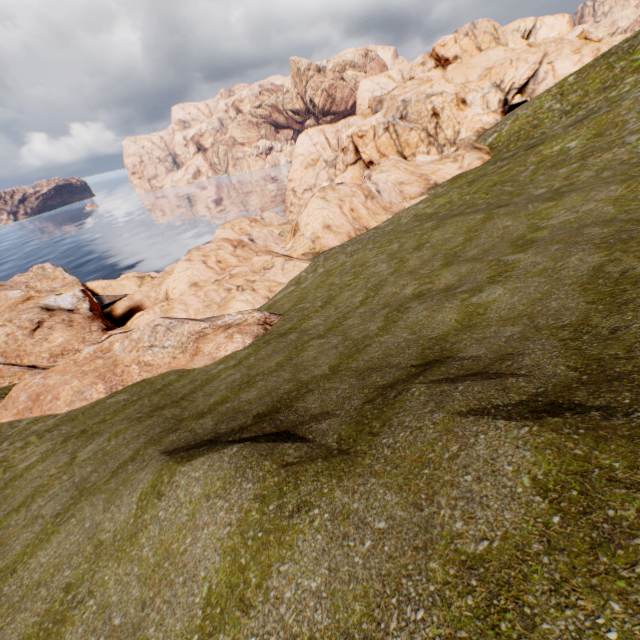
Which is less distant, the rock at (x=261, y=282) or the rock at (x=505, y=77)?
the rock at (x=261, y=282)

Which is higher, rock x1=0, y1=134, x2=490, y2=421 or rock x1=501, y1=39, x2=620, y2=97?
rock x1=501, y1=39, x2=620, y2=97

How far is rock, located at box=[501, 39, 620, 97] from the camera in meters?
54.9 m

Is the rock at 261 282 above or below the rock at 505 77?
below

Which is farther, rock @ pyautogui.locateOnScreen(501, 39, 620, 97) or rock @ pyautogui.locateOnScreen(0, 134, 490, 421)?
rock @ pyautogui.locateOnScreen(501, 39, 620, 97)

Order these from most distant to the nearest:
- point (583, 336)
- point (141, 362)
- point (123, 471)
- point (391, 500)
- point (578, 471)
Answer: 1. point (141, 362)
2. point (123, 471)
3. point (583, 336)
4. point (391, 500)
5. point (578, 471)
